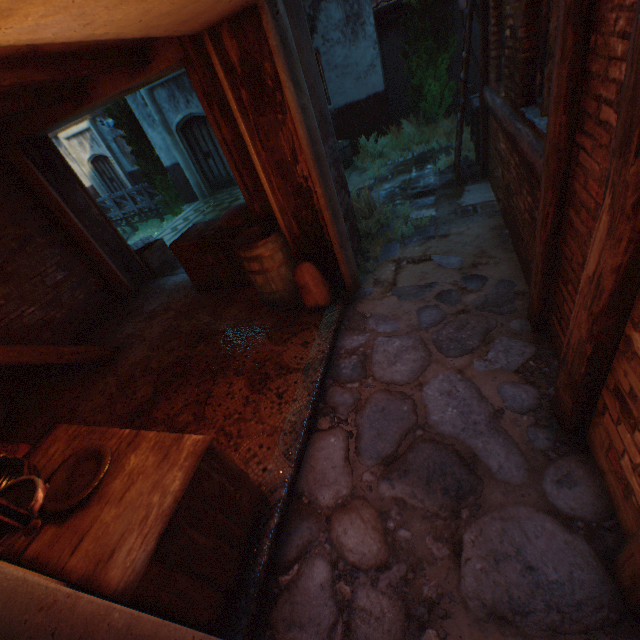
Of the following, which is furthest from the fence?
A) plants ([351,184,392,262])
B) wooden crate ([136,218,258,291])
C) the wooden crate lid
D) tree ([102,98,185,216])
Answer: tree ([102,98,185,216])

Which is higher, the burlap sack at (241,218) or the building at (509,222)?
the burlap sack at (241,218)

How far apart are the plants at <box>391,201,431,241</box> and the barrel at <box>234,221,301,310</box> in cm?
→ 102

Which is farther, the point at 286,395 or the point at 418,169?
the point at 418,169

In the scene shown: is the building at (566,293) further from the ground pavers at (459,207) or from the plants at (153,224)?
the plants at (153,224)

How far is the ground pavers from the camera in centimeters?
Answer: 486cm

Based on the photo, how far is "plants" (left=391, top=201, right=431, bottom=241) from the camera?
4.9 meters

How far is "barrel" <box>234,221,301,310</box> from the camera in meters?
3.8
